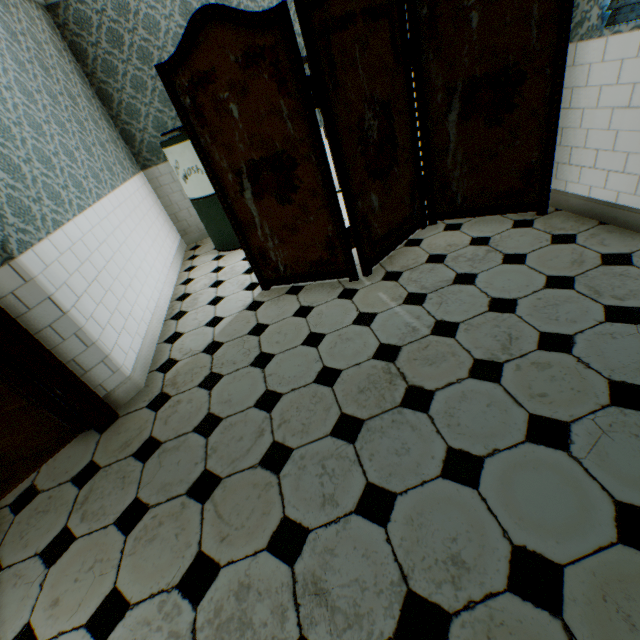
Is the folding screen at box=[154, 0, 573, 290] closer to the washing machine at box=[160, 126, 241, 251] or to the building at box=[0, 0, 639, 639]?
the building at box=[0, 0, 639, 639]

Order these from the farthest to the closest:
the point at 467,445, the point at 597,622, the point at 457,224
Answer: the point at 457,224
the point at 467,445
the point at 597,622

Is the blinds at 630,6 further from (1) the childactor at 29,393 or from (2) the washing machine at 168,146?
(1) the childactor at 29,393

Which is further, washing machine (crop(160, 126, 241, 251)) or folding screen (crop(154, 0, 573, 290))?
washing machine (crop(160, 126, 241, 251))

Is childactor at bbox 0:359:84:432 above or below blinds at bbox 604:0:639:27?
below

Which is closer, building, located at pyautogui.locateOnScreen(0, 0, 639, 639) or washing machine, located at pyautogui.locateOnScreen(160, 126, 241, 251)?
building, located at pyautogui.locateOnScreen(0, 0, 639, 639)

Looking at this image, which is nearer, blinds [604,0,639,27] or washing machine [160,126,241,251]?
blinds [604,0,639,27]

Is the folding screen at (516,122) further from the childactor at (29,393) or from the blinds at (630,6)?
the childactor at (29,393)
